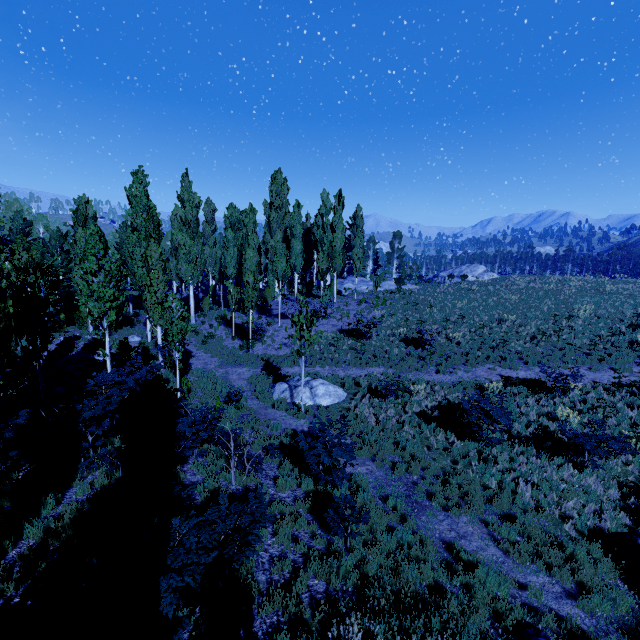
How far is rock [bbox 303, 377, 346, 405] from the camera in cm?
1452

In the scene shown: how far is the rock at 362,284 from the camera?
36.2 meters

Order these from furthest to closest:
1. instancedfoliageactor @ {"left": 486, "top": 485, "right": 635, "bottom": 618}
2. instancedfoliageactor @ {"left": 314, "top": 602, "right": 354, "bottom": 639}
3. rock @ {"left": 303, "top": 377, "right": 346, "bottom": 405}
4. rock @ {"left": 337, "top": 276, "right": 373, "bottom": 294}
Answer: rock @ {"left": 337, "top": 276, "right": 373, "bottom": 294}
rock @ {"left": 303, "top": 377, "right": 346, "bottom": 405}
instancedfoliageactor @ {"left": 486, "top": 485, "right": 635, "bottom": 618}
instancedfoliageactor @ {"left": 314, "top": 602, "right": 354, "bottom": 639}

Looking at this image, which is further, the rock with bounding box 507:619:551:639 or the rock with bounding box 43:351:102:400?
the rock with bounding box 43:351:102:400

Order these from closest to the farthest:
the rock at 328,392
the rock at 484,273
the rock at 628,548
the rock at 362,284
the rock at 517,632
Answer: the rock at 517,632, the rock at 628,548, the rock at 328,392, the rock at 362,284, the rock at 484,273

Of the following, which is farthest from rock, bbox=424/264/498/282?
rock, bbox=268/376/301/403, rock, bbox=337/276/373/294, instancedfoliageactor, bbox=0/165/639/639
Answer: rock, bbox=268/376/301/403

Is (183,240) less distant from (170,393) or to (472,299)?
(170,393)

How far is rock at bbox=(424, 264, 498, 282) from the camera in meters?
46.4
